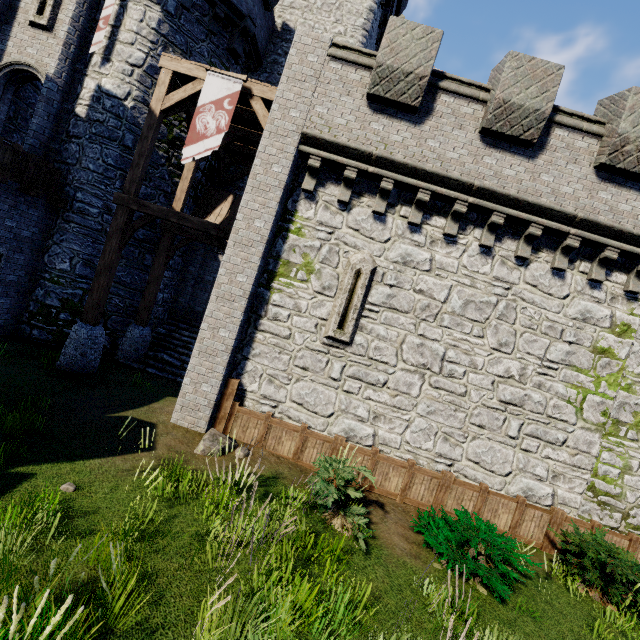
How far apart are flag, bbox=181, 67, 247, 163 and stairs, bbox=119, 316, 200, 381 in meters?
7.0

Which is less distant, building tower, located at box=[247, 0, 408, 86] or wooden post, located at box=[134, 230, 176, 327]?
wooden post, located at box=[134, 230, 176, 327]

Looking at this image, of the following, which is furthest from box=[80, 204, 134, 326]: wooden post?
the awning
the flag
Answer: the awning

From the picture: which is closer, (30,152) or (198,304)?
(30,152)

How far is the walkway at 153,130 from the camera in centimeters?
945cm

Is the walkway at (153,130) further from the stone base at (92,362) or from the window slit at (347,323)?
the stone base at (92,362)

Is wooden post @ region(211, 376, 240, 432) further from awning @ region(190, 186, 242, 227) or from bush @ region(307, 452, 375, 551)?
awning @ region(190, 186, 242, 227)

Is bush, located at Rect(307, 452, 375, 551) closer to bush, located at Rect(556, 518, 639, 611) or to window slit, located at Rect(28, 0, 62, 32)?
bush, located at Rect(556, 518, 639, 611)
